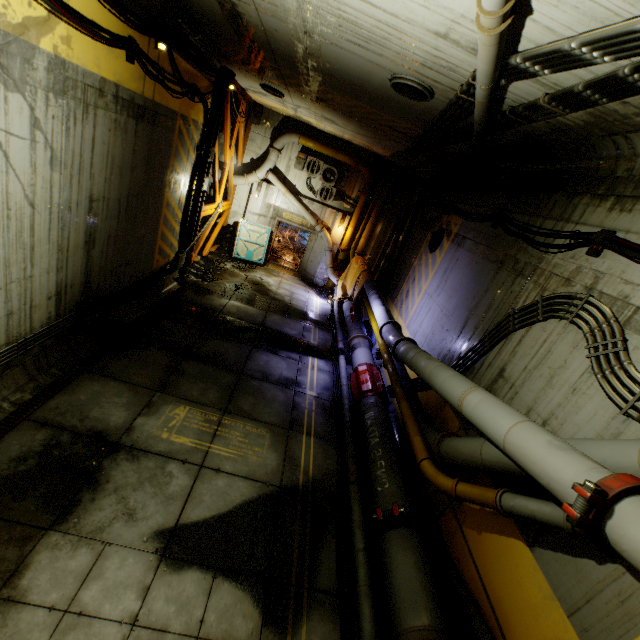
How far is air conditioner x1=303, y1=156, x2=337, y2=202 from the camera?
15.4 meters

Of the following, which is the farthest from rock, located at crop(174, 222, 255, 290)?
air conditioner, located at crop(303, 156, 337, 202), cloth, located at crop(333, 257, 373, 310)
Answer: cloth, located at crop(333, 257, 373, 310)

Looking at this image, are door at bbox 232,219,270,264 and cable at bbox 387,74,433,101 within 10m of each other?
no

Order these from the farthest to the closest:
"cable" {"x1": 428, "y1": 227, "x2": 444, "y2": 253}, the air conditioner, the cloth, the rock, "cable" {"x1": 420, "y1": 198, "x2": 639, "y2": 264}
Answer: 1. the air conditioner
2. the cloth
3. the rock
4. "cable" {"x1": 428, "y1": 227, "x2": 444, "y2": 253}
5. "cable" {"x1": 420, "y1": 198, "x2": 639, "y2": 264}

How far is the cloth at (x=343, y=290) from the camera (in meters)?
13.40

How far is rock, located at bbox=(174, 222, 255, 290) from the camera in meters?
12.2

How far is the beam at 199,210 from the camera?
10.94m

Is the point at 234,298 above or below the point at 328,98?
below
